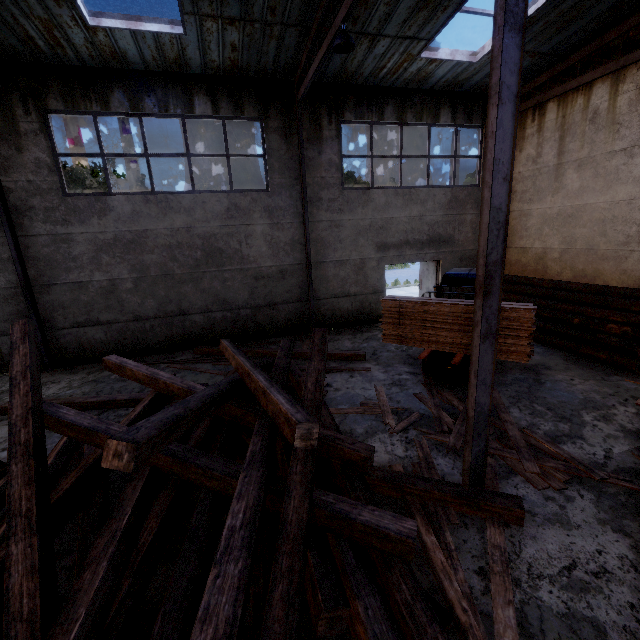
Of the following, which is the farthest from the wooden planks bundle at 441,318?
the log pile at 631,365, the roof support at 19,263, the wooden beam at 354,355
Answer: the roof support at 19,263

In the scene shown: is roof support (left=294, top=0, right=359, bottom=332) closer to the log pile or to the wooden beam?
the wooden beam

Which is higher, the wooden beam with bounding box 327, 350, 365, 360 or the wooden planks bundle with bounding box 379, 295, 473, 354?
the wooden planks bundle with bounding box 379, 295, 473, 354

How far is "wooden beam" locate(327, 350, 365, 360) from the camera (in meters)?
8.76

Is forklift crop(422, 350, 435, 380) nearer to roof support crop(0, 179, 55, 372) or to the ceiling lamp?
the ceiling lamp

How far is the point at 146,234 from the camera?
9.41m

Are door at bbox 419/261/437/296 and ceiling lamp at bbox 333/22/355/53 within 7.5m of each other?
no

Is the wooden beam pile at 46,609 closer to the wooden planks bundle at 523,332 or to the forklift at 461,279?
the wooden planks bundle at 523,332
